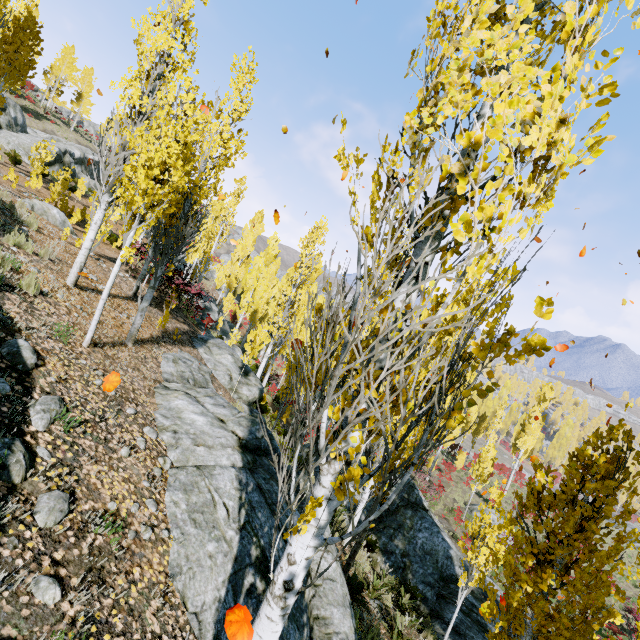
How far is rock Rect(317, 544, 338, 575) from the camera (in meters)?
5.24

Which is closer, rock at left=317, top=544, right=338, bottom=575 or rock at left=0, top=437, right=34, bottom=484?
rock at left=0, top=437, right=34, bottom=484

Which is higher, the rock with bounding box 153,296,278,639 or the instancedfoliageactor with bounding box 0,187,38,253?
the instancedfoliageactor with bounding box 0,187,38,253

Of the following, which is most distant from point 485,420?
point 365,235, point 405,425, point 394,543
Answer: point 365,235

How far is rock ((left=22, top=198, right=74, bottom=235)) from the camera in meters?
12.5

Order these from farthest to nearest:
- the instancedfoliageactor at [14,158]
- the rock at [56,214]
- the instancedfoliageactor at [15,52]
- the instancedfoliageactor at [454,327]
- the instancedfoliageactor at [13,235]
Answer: the instancedfoliageactor at [14,158], the rock at [56,214], the instancedfoliageactor at [15,52], the instancedfoliageactor at [13,235], the instancedfoliageactor at [454,327]

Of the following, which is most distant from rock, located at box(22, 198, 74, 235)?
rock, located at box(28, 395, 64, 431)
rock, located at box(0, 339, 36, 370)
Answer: rock, located at box(28, 395, 64, 431)

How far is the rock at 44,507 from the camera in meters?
3.0
